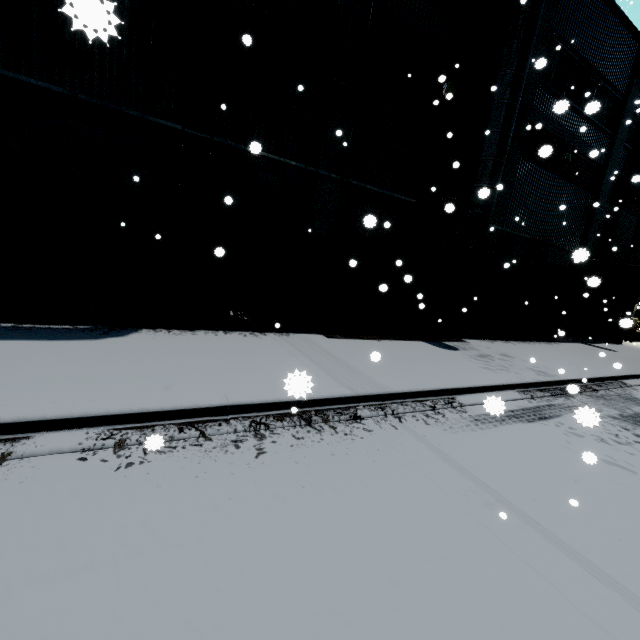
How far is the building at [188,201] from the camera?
8.1 meters

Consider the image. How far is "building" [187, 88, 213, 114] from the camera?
7.67m

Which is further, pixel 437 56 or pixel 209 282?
pixel 437 56

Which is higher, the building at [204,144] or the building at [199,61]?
the building at [199,61]

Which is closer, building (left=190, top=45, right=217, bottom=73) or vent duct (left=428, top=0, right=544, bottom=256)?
building (left=190, top=45, right=217, bottom=73)

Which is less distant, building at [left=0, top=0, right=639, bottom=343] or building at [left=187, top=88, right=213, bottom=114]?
building at [left=0, top=0, right=639, bottom=343]

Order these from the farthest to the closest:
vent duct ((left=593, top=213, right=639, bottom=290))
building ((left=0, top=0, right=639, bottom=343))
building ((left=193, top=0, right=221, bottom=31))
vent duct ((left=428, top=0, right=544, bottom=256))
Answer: vent duct ((left=593, top=213, right=639, bottom=290))
vent duct ((left=428, top=0, right=544, bottom=256))
building ((left=193, top=0, right=221, bottom=31))
building ((left=0, top=0, right=639, bottom=343))
